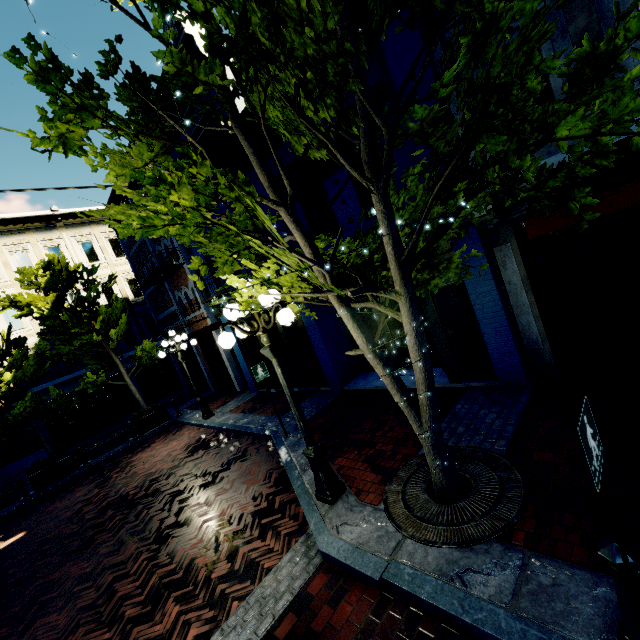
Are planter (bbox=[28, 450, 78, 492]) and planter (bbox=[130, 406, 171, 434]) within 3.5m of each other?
yes

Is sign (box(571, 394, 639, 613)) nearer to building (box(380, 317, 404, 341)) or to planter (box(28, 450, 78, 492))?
building (box(380, 317, 404, 341))

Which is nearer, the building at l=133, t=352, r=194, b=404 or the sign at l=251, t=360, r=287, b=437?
the sign at l=251, t=360, r=287, b=437

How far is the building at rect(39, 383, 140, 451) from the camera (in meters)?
18.48

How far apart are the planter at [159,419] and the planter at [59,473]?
2.3m

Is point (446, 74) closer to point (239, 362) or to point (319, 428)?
point (319, 428)

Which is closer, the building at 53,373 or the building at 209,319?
the building at 209,319

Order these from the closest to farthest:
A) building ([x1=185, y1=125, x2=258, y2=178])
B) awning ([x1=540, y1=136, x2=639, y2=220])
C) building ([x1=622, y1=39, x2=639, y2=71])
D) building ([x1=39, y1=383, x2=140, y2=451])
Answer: awning ([x1=540, y1=136, x2=639, y2=220]) < building ([x1=622, y1=39, x2=639, y2=71]) < building ([x1=185, y1=125, x2=258, y2=178]) < building ([x1=39, y1=383, x2=140, y2=451])
